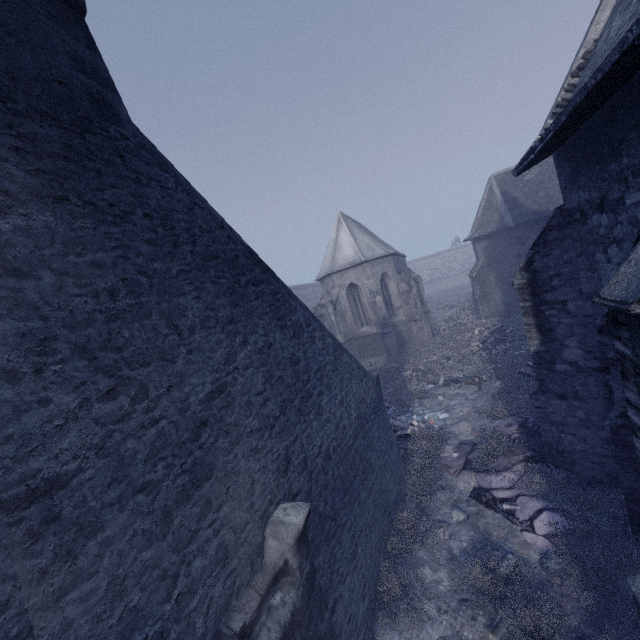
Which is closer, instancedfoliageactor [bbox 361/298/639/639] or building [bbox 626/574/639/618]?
building [bbox 626/574/639/618]

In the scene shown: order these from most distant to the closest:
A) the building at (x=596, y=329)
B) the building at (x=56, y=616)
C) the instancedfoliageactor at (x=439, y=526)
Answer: the instancedfoliageactor at (x=439, y=526) → the building at (x=596, y=329) → the building at (x=56, y=616)

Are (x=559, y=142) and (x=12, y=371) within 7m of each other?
no

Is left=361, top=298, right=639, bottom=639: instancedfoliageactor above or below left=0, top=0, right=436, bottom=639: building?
below

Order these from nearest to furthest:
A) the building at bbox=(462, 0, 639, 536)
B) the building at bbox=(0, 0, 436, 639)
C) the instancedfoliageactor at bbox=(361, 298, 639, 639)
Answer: the building at bbox=(0, 0, 436, 639)
the building at bbox=(462, 0, 639, 536)
the instancedfoliageactor at bbox=(361, 298, 639, 639)

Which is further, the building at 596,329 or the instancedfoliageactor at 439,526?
the instancedfoliageactor at 439,526
